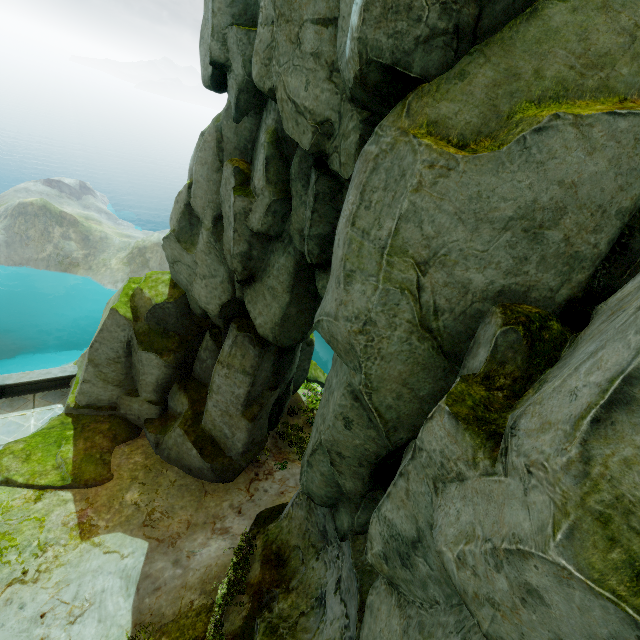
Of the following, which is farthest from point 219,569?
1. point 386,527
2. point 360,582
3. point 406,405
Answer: point 406,405

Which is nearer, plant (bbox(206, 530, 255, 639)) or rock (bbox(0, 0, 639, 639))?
rock (bbox(0, 0, 639, 639))

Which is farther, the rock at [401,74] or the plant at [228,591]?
the plant at [228,591]
